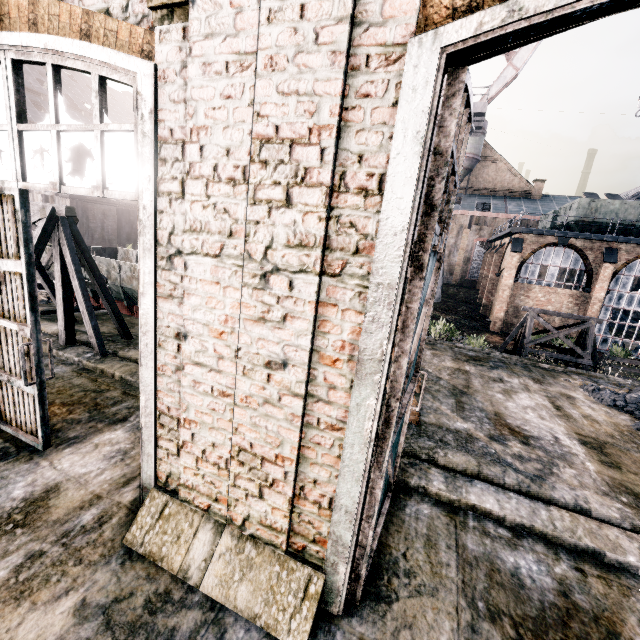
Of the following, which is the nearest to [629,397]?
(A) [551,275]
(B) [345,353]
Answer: (B) [345,353]

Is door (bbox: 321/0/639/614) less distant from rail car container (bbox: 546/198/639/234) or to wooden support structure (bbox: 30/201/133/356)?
wooden support structure (bbox: 30/201/133/356)

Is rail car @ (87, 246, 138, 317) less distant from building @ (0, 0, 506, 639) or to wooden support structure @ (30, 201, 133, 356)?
wooden support structure @ (30, 201, 133, 356)

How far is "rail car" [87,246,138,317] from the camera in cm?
975

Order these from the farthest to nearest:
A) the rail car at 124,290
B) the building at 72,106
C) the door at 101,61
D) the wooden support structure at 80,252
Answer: the building at 72,106 < the rail car at 124,290 < the wooden support structure at 80,252 < the door at 101,61

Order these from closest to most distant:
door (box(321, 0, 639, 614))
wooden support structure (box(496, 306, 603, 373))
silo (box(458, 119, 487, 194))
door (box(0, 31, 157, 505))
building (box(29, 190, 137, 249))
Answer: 1. door (box(321, 0, 639, 614))
2. door (box(0, 31, 157, 505))
3. wooden support structure (box(496, 306, 603, 373))
4. building (box(29, 190, 137, 249))
5. silo (box(458, 119, 487, 194))

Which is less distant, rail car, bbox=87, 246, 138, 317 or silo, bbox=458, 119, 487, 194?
rail car, bbox=87, 246, 138, 317

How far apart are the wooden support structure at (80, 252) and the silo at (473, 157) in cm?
5074
